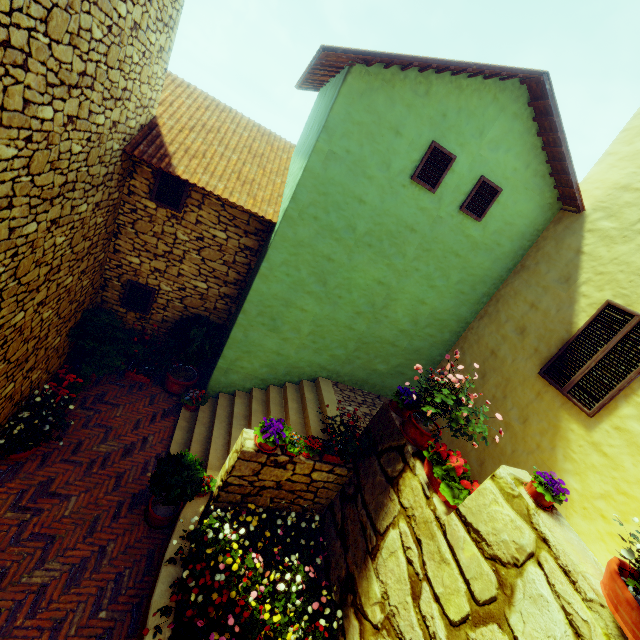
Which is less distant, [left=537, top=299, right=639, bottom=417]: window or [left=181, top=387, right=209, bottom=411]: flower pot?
[left=537, top=299, right=639, bottom=417]: window

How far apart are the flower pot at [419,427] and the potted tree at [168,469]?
3.2 meters

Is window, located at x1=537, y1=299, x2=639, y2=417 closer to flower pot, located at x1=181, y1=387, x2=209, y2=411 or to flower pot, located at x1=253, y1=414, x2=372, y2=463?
flower pot, located at x1=253, y1=414, x2=372, y2=463

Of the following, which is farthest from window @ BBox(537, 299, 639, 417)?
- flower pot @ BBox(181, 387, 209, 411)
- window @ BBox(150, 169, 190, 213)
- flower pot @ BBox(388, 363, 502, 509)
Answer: window @ BBox(150, 169, 190, 213)

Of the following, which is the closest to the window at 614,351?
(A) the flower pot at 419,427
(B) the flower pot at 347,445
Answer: (A) the flower pot at 419,427

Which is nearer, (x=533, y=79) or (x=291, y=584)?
(x=291, y=584)

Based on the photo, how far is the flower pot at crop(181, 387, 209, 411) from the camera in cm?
721

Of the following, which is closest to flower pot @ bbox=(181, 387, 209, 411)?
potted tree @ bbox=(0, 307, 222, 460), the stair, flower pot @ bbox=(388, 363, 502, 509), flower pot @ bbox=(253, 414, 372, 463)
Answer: the stair
